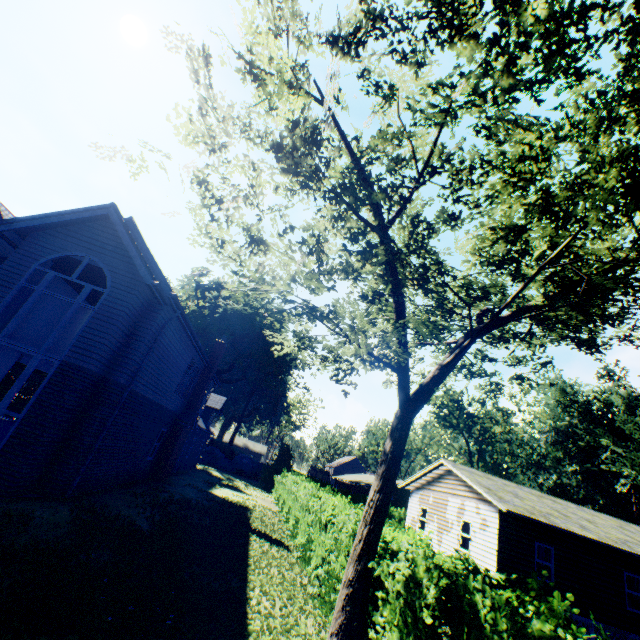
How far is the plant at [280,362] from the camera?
51.3m

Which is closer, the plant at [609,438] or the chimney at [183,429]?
the chimney at [183,429]

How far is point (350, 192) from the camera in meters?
5.8

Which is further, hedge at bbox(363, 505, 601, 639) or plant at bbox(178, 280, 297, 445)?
plant at bbox(178, 280, 297, 445)

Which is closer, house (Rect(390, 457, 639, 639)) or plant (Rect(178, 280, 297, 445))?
house (Rect(390, 457, 639, 639))

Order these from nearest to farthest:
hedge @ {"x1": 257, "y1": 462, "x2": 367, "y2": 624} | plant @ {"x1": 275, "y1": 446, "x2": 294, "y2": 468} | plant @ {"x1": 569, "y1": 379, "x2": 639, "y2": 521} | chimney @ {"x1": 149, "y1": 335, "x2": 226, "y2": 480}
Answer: hedge @ {"x1": 257, "y1": 462, "x2": 367, "y2": 624} < chimney @ {"x1": 149, "y1": 335, "x2": 226, "y2": 480} < plant @ {"x1": 275, "y1": 446, "x2": 294, "y2": 468} < plant @ {"x1": 569, "y1": 379, "x2": 639, "y2": 521}

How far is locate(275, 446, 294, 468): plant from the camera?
43.4 meters
